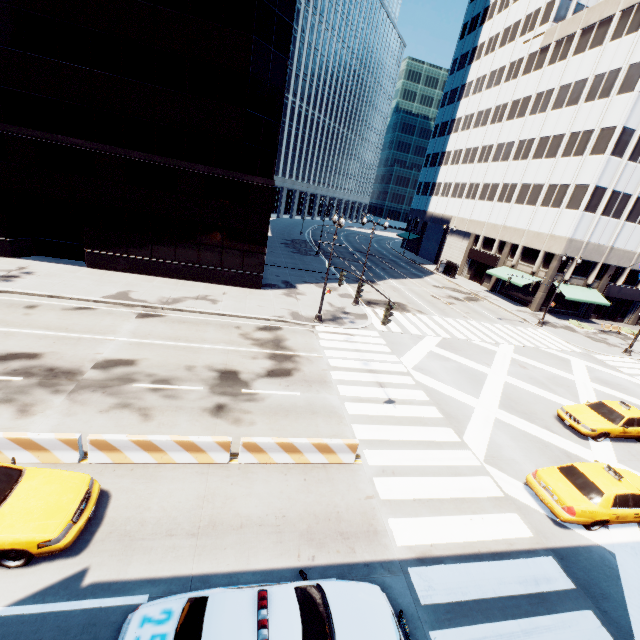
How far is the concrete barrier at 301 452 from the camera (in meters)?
10.31

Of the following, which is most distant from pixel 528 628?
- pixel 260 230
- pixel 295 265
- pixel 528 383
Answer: pixel 295 265

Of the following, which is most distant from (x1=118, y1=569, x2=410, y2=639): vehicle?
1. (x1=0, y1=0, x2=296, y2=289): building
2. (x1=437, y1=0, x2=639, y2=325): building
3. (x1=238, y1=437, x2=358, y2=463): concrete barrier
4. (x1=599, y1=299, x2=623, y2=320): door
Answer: (x1=599, y1=299, x2=623, y2=320): door

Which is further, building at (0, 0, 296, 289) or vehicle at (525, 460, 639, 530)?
building at (0, 0, 296, 289)

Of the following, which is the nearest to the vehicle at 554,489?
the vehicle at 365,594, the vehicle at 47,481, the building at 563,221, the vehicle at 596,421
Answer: the vehicle at 596,421

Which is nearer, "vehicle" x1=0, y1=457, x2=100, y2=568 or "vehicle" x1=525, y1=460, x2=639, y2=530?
"vehicle" x1=0, y1=457, x2=100, y2=568

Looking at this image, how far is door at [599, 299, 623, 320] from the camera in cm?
4141

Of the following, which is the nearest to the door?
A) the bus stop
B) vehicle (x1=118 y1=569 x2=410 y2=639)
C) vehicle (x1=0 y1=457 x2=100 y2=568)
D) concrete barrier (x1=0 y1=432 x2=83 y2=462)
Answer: the bus stop
